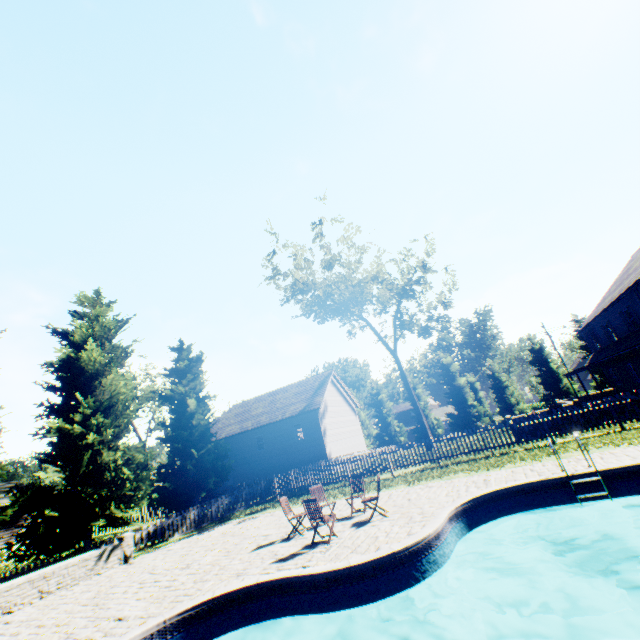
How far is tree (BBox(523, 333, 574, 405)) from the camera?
38.16m

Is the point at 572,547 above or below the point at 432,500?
below

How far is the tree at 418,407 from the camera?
27.22m

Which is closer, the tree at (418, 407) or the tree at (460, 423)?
the tree at (418, 407)

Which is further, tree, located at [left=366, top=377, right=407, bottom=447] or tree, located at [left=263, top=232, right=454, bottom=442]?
tree, located at [left=366, top=377, right=407, bottom=447]
